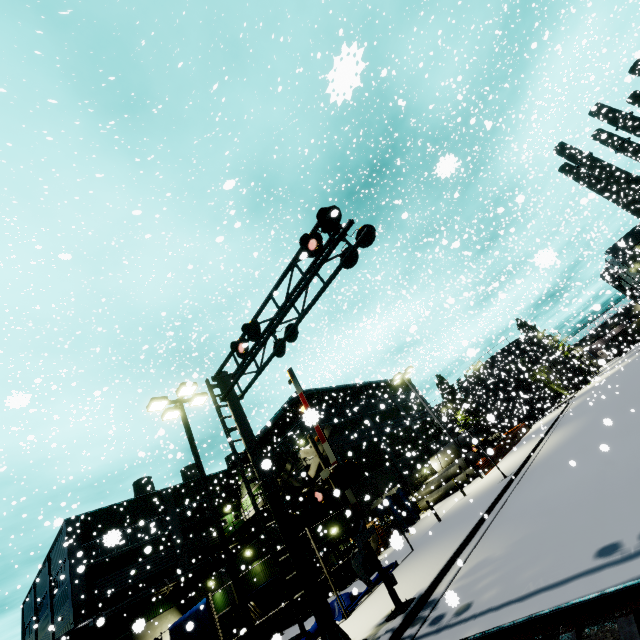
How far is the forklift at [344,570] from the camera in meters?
18.6

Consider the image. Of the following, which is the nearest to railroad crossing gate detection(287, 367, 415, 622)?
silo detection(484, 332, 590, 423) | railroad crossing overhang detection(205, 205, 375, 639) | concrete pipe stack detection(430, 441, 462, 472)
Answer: railroad crossing overhang detection(205, 205, 375, 639)

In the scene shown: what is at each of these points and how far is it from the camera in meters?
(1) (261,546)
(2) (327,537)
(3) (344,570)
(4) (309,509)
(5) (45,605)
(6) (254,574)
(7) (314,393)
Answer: (1) building, 22.9 m
(2) building, 23.4 m
(3) forklift, 19.1 m
(4) railroad crossing overhang, 9.7 m
(5) building, 31.8 m
(6) building, 23.2 m
(7) pipe, 31.9 m

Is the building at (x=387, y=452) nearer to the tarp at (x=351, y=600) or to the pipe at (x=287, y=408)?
the pipe at (x=287, y=408)

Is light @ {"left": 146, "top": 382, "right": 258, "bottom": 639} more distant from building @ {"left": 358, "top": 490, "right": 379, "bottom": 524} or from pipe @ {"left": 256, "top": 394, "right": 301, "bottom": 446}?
pipe @ {"left": 256, "top": 394, "right": 301, "bottom": 446}

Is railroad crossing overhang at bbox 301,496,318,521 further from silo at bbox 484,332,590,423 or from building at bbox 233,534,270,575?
silo at bbox 484,332,590,423

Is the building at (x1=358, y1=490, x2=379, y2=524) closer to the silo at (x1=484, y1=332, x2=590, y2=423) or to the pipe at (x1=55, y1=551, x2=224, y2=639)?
the pipe at (x1=55, y1=551, x2=224, y2=639)

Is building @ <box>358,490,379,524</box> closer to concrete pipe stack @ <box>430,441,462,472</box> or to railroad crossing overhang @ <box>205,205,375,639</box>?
concrete pipe stack @ <box>430,441,462,472</box>
